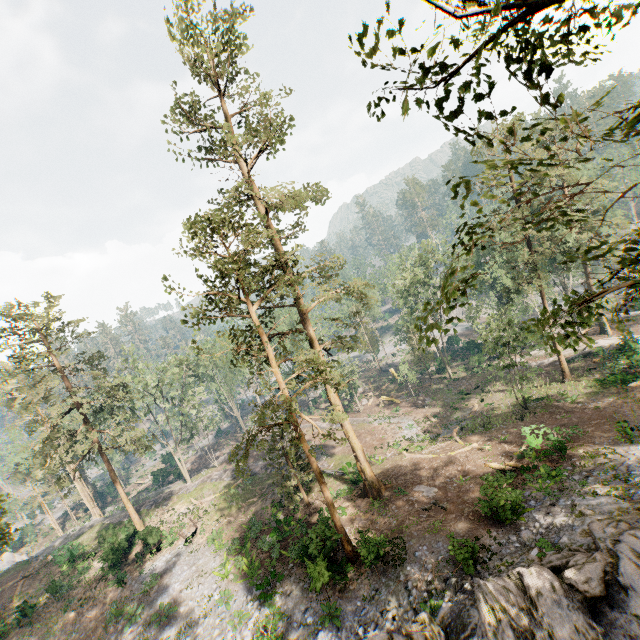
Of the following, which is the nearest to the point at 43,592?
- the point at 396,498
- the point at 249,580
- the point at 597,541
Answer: the point at 249,580

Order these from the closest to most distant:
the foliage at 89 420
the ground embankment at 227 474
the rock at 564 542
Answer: the rock at 564 542 < the foliage at 89 420 < the ground embankment at 227 474

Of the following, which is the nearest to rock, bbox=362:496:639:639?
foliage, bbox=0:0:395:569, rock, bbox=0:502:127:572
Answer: foliage, bbox=0:0:395:569

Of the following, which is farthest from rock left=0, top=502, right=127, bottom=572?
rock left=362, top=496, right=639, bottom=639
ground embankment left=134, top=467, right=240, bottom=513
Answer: rock left=362, top=496, right=639, bottom=639

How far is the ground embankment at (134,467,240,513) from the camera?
36.0m

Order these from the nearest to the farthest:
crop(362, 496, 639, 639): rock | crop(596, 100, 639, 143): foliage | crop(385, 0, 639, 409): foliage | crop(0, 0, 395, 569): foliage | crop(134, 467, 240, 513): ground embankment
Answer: crop(596, 100, 639, 143): foliage → crop(385, 0, 639, 409): foliage → crop(362, 496, 639, 639): rock → crop(0, 0, 395, 569): foliage → crop(134, 467, 240, 513): ground embankment

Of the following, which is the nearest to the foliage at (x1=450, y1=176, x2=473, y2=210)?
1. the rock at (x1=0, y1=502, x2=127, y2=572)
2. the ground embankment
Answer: the rock at (x1=0, y1=502, x2=127, y2=572)

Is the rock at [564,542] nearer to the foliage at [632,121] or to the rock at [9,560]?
the foliage at [632,121]
